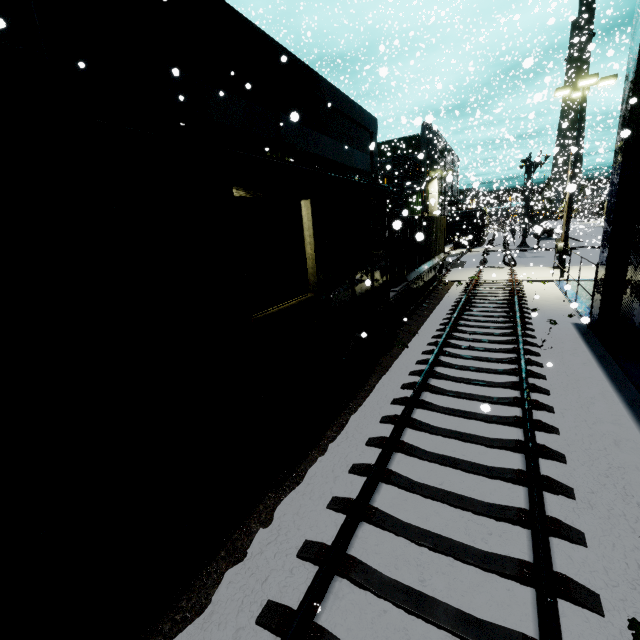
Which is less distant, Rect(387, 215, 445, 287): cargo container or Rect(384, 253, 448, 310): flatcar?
Rect(384, 253, 448, 310): flatcar

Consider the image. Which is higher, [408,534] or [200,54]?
[200,54]

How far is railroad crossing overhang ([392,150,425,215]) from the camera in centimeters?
2380cm

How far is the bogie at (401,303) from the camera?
12.5m

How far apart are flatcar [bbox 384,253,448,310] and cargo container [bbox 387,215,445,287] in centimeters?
0cm

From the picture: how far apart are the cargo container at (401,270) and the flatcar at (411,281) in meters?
0.0 m

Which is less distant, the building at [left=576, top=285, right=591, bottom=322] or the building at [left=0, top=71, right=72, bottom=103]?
the building at [left=0, top=71, right=72, bottom=103]

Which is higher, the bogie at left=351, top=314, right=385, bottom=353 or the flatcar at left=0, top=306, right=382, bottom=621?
the flatcar at left=0, top=306, right=382, bottom=621
